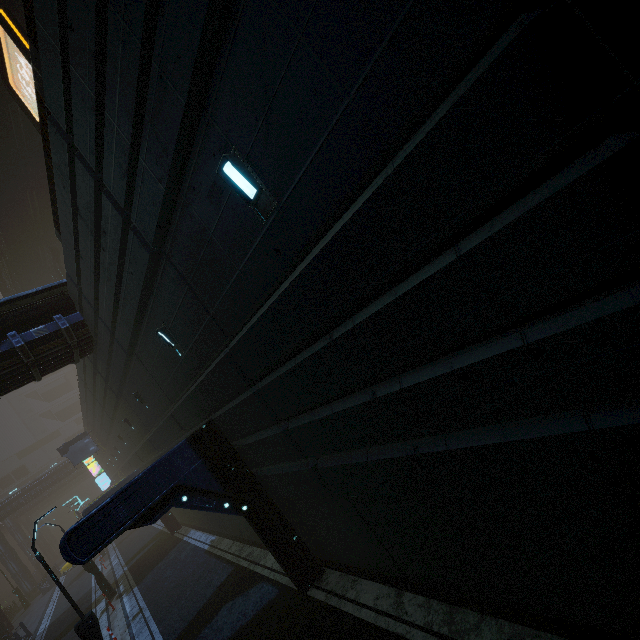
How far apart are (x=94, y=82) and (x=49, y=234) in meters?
26.1 m

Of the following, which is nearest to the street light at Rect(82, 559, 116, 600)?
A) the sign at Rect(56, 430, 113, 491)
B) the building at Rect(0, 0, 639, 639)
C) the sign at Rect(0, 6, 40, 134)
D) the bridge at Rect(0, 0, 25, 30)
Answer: the building at Rect(0, 0, 639, 639)

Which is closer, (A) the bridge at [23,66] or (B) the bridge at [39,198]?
(A) the bridge at [23,66]

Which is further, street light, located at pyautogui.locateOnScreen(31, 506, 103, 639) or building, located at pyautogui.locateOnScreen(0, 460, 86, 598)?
building, located at pyautogui.locateOnScreen(0, 460, 86, 598)

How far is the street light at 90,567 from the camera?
18.0m

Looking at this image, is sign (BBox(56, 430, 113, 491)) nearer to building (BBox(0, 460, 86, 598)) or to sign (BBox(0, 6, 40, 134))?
building (BBox(0, 460, 86, 598))

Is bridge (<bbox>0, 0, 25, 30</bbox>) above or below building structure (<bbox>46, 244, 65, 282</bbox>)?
above

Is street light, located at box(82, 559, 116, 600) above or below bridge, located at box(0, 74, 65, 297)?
below
